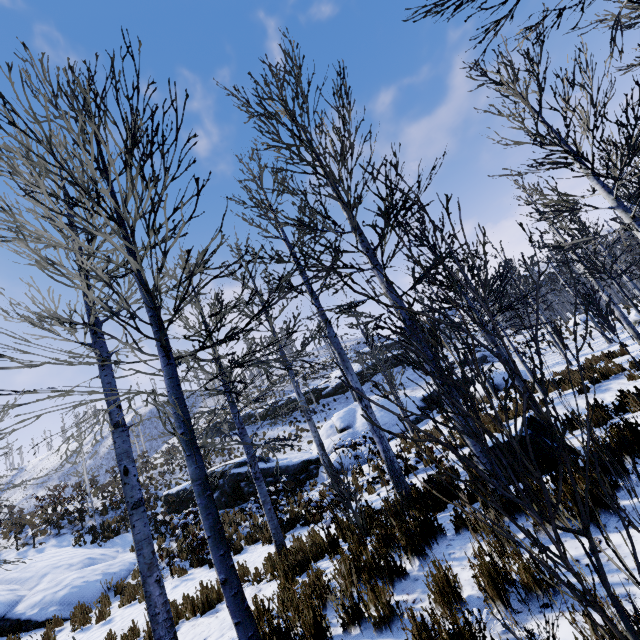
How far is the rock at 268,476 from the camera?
16.20m

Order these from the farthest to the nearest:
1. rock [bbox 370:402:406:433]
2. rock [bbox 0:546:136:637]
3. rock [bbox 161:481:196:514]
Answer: rock [bbox 370:402:406:433] → rock [bbox 161:481:196:514] → rock [bbox 0:546:136:637]

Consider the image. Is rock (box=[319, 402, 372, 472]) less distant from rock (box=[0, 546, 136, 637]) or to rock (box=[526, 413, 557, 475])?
rock (box=[0, 546, 136, 637])

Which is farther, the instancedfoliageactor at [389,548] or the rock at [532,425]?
the rock at [532,425]

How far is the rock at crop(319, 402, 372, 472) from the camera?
15.94m

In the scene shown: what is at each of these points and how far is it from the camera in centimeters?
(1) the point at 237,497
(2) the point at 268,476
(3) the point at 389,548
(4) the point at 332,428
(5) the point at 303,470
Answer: (1) rock, 1617cm
(2) rock, 1642cm
(3) instancedfoliageactor, 410cm
(4) rock, 2038cm
(5) rock, 1669cm

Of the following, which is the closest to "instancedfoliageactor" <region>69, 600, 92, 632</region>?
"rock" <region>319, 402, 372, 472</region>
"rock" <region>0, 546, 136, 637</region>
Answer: "rock" <region>319, 402, 372, 472</region>
